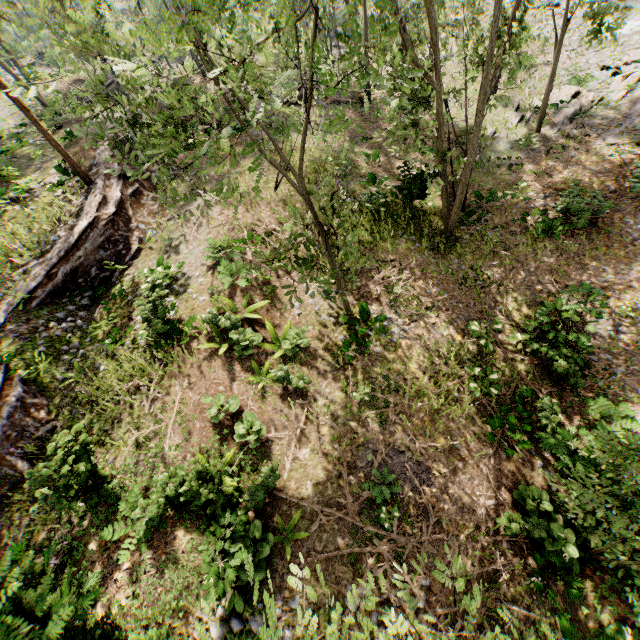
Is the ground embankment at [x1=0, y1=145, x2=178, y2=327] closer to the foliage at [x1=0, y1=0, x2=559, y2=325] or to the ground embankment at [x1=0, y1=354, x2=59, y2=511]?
the foliage at [x1=0, y1=0, x2=559, y2=325]

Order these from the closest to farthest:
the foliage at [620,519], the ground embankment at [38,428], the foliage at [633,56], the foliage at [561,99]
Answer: the foliage at [620,519] → the ground embankment at [38,428] → the foliage at [561,99] → the foliage at [633,56]

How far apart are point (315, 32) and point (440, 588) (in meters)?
12.41

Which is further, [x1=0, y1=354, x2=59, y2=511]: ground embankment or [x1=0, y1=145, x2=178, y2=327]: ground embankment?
[x1=0, y1=145, x2=178, y2=327]: ground embankment

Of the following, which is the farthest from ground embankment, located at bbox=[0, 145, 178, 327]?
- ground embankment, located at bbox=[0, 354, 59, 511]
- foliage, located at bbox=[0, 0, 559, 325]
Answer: ground embankment, located at bbox=[0, 354, 59, 511]

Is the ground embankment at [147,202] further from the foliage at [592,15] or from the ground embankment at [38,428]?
the ground embankment at [38,428]

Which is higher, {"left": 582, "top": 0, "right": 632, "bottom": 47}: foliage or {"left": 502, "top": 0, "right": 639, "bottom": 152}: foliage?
{"left": 582, "top": 0, "right": 632, "bottom": 47}: foliage

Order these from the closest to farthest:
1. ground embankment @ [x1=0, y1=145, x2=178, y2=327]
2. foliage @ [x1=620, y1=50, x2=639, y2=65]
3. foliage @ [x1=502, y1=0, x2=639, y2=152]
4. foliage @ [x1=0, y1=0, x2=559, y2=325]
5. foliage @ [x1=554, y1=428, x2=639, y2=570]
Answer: foliage @ [x1=0, y1=0, x2=559, y2=325] → foliage @ [x1=554, y1=428, x2=639, y2=570] → ground embankment @ [x1=0, y1=145, x2=178, y2=327] → foliage @ [x1=502, y1=0, x2=639, y2=152] → foliage @ [x1=620, y1=50, x2=639, y2=65]
